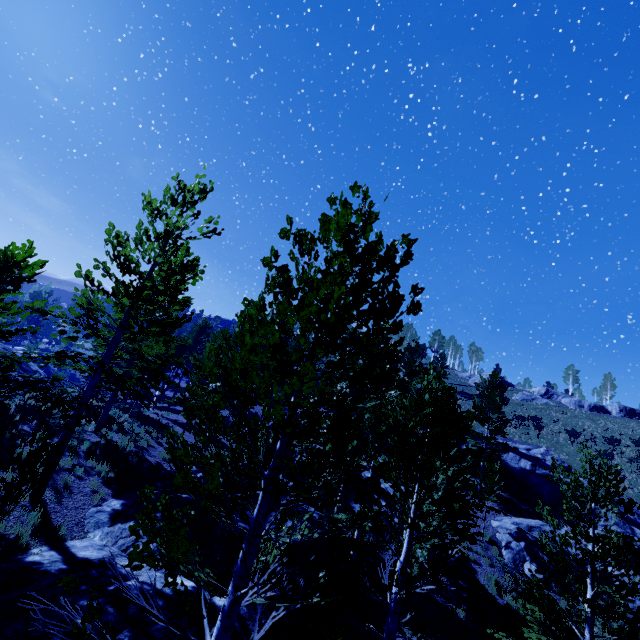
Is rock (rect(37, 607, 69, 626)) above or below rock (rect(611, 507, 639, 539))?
below

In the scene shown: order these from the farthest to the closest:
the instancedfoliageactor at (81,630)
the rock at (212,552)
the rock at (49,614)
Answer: the rock at (212,552) → the rock at (49,614) → the instancedfoliageactor at (81,630)

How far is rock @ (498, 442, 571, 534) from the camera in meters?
21.9 m

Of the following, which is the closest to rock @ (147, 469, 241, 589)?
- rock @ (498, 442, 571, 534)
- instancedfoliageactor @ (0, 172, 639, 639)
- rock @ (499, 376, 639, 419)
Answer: instancedfoliageactor @ (0, 172, 639, 639)

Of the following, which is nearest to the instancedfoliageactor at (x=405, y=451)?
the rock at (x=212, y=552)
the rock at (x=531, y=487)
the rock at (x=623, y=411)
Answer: the rock at (x=212, y=552)

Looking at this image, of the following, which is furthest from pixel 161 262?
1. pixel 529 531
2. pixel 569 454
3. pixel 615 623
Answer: pixel 569 454

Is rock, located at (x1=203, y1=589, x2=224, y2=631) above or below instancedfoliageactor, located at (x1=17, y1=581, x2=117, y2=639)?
below

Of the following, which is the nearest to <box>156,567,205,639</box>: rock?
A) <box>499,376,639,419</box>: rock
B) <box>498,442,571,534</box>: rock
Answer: <box>498,442,571,534</box>: rock
